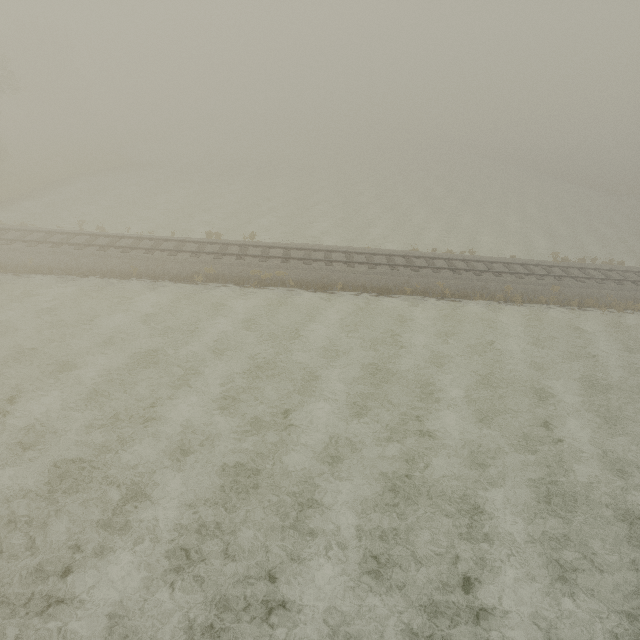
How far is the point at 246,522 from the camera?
9.4m
